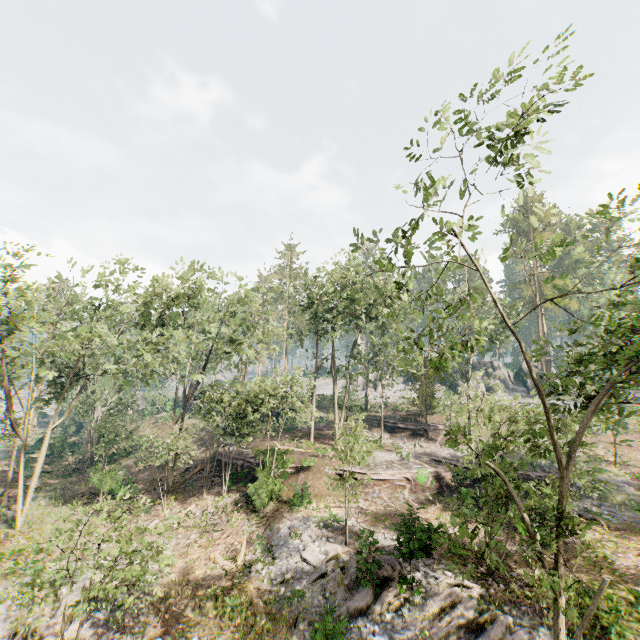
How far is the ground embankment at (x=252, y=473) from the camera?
23.9m

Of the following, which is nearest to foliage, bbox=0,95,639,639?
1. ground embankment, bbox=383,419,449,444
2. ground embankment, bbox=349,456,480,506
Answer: ground embankment, bbox=383,419,449,444

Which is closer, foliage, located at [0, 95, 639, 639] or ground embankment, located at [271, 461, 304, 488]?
foliage, located at [0, 95, 639, 639]

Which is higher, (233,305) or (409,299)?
(233,305)

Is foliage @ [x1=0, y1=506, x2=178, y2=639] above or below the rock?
below

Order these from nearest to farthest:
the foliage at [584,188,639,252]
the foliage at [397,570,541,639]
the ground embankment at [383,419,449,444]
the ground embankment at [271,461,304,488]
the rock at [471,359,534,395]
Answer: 1. the foliage at [584,188,639,252]
2. the foliage at [397,570,541,639]
3. the ground embankment at [271,461,304,488]
4. the ground embankment at [383,419,449,444]
5. the rock at [471,359,534,395]

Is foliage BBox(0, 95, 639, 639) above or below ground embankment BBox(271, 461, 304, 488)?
above
